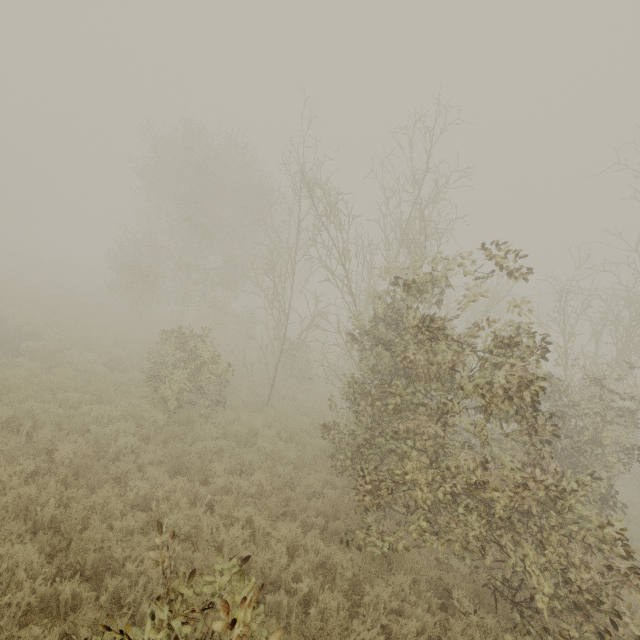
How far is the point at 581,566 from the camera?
5.59m

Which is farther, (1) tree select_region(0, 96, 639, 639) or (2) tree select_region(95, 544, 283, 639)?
(1) tree select_region(0, 96, 639, 639)

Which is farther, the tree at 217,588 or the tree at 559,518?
the tree at 559,518
